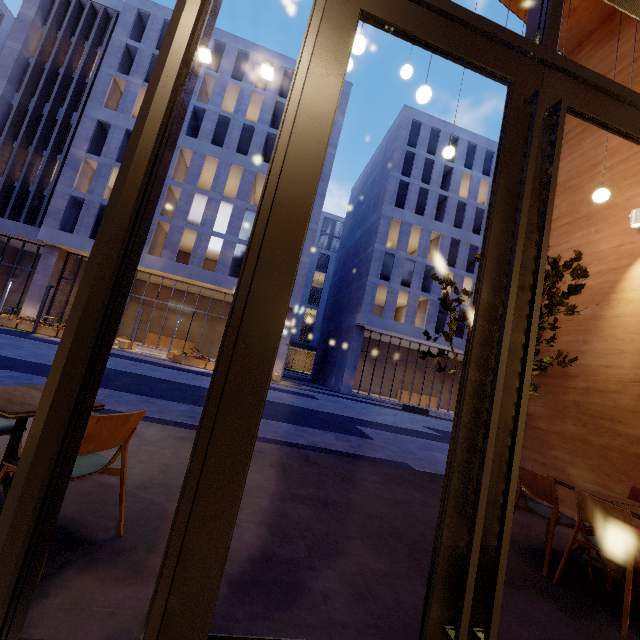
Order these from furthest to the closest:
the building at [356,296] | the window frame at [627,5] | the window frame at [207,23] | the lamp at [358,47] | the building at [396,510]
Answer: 1. the building at [356,296]
2. the lamp at [358,47]
3. the window frame at [627,5]
4. the building at [396,510]
5. the window frame at [207,23]

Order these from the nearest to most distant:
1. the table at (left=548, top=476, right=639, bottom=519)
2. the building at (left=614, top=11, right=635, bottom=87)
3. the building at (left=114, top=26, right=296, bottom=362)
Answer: the table at (left=548, top=476, right=639, bottom=519)
the building at (left=614, top=11, right=635, bottom=87)
the building at (left=114, top=26, right=296, bottom=362)

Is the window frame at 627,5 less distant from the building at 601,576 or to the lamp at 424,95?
the building at 601,576

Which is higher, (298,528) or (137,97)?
(137,97)

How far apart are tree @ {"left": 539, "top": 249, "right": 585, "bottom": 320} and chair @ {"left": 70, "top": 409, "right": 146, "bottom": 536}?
4.43m

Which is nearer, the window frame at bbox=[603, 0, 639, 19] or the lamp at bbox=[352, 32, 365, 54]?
the window frame at bbox=[603, 0, 639, 19]

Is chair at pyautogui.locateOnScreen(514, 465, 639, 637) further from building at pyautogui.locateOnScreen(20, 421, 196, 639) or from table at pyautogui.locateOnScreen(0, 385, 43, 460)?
table at pyautogui.locateOnScreen(0, 385, 43, 460)

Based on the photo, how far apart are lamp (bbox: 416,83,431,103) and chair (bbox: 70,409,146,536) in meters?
4.7
